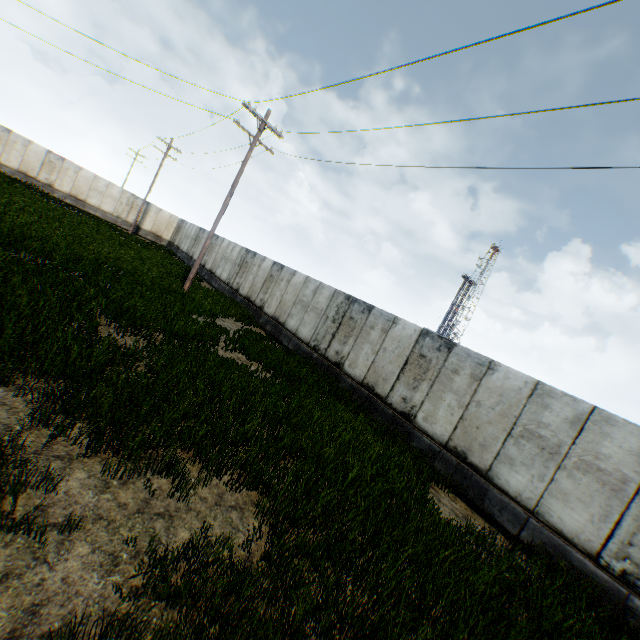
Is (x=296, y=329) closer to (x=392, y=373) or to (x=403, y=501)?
(x=392, y=373)
